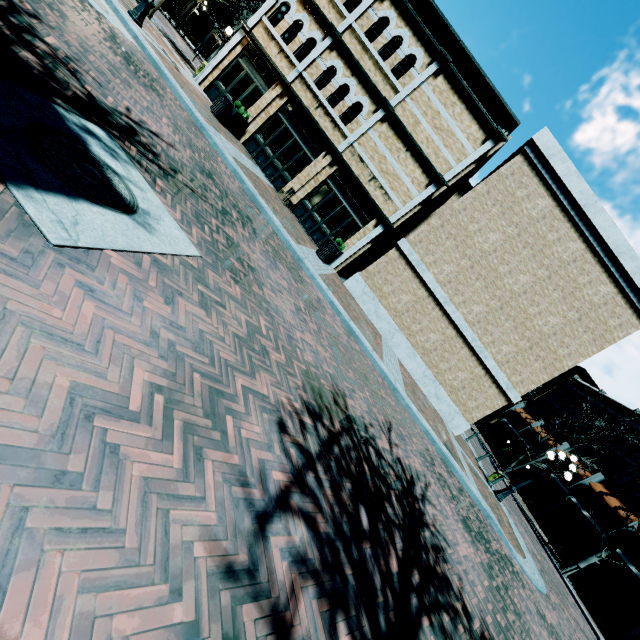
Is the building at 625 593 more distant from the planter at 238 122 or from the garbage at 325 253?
the garbage at 325 253

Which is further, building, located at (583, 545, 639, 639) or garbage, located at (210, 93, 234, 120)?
building, located at (583, 545, 639, 639)

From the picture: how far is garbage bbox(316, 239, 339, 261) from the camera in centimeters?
1326cm

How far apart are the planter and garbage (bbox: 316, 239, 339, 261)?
6.8 meters

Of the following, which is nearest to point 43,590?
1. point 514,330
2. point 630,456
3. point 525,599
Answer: point 525,599

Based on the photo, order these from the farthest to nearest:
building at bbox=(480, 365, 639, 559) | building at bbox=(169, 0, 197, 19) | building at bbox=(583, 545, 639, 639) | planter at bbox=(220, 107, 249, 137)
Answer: building at bbox=(169, 0, 197, 19) < building at bbox=(480, 365, 639, 559) < building at bbox=(583, 545, 639, 639) < planter at bbox=(220, 107, 249, 137)

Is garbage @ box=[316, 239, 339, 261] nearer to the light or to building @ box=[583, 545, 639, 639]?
building @ box=[583, 545, 639, 639]

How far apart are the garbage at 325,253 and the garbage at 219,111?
6.8m
